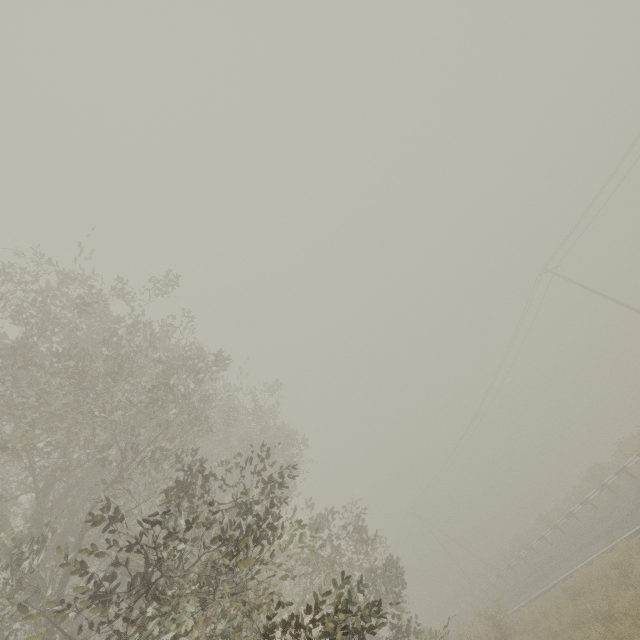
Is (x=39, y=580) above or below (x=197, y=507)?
above
